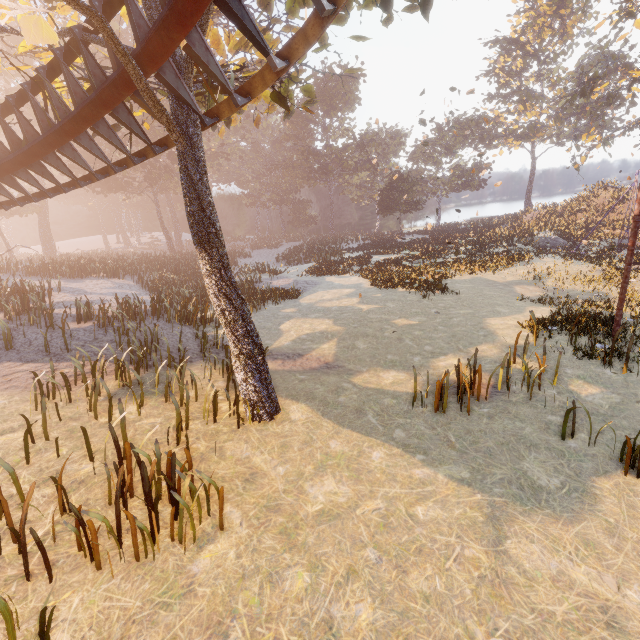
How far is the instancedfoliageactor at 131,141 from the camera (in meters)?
8.27

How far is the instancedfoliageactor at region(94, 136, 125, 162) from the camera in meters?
36.6 m

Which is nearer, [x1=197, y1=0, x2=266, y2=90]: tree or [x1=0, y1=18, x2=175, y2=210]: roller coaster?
[x1=197, y1=0, x2=266, y2=90]: tree

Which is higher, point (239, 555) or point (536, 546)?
point (239, 555)

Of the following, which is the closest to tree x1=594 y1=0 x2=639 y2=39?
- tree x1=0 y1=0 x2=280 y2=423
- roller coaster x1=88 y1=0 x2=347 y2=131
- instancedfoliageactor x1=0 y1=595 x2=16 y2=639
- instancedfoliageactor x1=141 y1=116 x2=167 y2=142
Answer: instancedfoliageactor x1=141 y1=116 x2=167 y2=142

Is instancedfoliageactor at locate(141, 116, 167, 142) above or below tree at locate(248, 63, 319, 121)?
above

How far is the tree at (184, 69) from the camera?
5.5m
